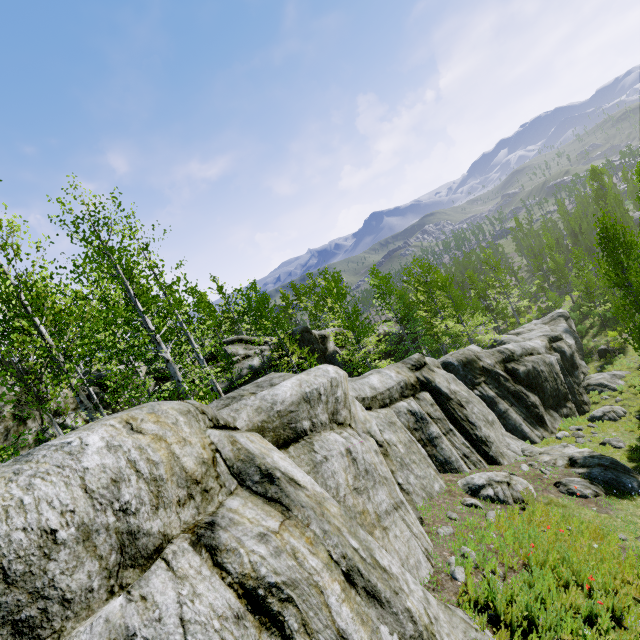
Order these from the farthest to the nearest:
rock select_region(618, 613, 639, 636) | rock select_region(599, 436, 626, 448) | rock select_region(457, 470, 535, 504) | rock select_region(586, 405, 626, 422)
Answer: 1. rock select_region(586, 405, 626, 422)
2. rock select_region(599, 436, 626, 448)
3. rock select_region(457, 470, 535, 504)
4. rock select_region(618, 613, 639, 636)

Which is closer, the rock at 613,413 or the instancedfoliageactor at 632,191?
the rock at 613,413

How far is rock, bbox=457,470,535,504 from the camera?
8.6 meters

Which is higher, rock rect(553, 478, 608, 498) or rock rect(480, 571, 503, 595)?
rock rect(480, 571, 503, 595)

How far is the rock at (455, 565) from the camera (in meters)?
5.60

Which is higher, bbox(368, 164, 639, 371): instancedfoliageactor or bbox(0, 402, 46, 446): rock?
bbox(0, 402, 46, 446): rock

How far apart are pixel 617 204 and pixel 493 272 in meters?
17.8
